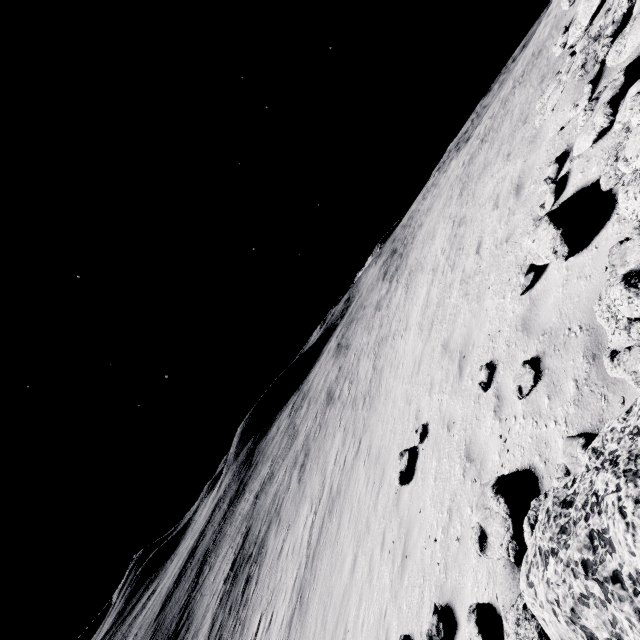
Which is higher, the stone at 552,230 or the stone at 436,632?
the stone at 552,230

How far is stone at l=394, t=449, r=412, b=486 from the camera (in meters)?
8.14

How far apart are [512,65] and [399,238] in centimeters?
3533cm

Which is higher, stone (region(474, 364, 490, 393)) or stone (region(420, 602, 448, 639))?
stone (region(474, 364, 490, 393))

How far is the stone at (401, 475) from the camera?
8.1 meters

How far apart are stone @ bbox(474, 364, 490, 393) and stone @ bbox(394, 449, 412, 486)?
3.4m

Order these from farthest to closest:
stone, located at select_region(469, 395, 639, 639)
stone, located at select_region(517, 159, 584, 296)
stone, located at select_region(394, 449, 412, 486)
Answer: stone, located at select_region(394, 449, 412, 486)
stone, located at select_region(517, 159, 584, 296)
stone, located at select_region(469, 395, 639, 639)

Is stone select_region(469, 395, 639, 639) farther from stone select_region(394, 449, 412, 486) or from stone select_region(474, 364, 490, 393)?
stone select_region(394, 449, 412, 486)
